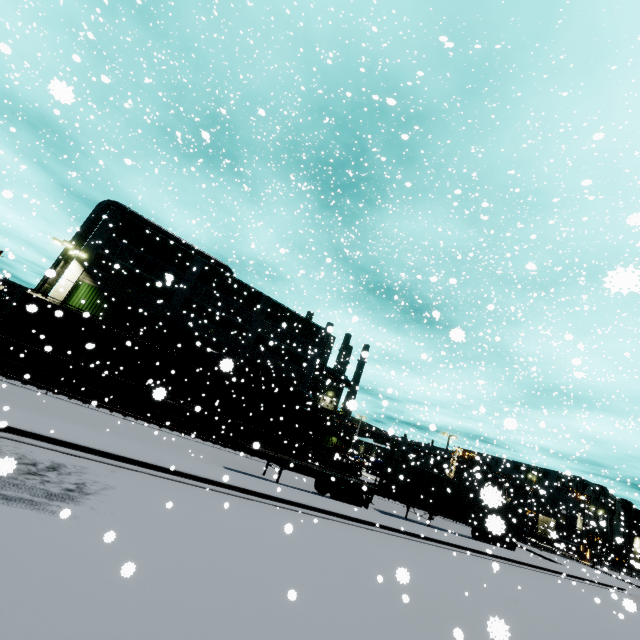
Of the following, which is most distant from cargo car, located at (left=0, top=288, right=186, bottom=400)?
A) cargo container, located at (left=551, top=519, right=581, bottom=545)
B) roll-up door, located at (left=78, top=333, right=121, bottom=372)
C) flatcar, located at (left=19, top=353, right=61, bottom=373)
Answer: cargo container, located at (left=551, top=519, right=581, bottom=545)

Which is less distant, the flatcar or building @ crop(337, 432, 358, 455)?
the flatcar

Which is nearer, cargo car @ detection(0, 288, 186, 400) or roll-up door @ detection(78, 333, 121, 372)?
cargo car @ detection(0, 288, 186, 400)

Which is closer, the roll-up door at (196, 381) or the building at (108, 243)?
the building at (108, 243)

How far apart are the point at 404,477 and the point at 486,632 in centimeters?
1528cm

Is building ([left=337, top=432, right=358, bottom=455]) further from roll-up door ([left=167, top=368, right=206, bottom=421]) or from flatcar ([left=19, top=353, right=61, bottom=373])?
flatcar ([left=19, top=353, right=61, bottom=373])

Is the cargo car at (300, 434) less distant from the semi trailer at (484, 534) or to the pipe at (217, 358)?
the semi trailer at (484, 534)

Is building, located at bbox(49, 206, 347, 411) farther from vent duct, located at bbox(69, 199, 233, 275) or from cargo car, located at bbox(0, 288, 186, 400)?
cargo car, located at bbox(0, 288, 186, 400)
